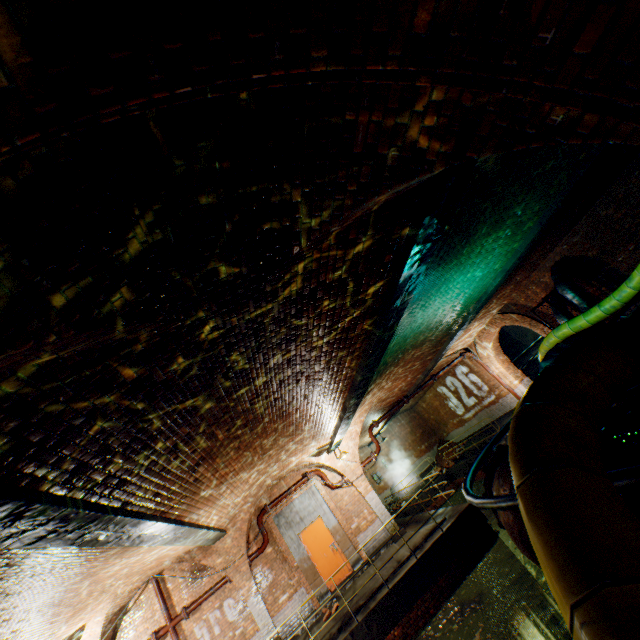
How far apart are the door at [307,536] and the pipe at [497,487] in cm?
1012

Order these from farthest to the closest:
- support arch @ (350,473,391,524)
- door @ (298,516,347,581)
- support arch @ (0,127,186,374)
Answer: support arch @ (350,473,391,524), door @ (298,516,347,581), support arch @ (0,127,186,374)

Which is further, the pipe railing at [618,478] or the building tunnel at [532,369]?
the building tunnel at [532,369]

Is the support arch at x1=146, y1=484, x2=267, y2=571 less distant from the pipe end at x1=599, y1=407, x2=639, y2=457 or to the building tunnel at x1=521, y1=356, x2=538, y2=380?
the pipe end at x1=599, y1=407, x2=639, y2=457

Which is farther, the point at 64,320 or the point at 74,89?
the point at 64,320

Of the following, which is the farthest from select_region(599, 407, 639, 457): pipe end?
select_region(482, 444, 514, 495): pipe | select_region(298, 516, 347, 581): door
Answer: select_region(298, 516, 347, 581): door

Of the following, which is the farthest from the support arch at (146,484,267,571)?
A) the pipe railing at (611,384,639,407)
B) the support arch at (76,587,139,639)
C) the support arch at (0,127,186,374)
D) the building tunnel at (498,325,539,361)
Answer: the building tunnel at (498,325,539,361)

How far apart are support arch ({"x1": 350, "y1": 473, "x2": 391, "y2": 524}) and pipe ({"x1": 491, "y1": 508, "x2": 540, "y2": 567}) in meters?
8.6 m
